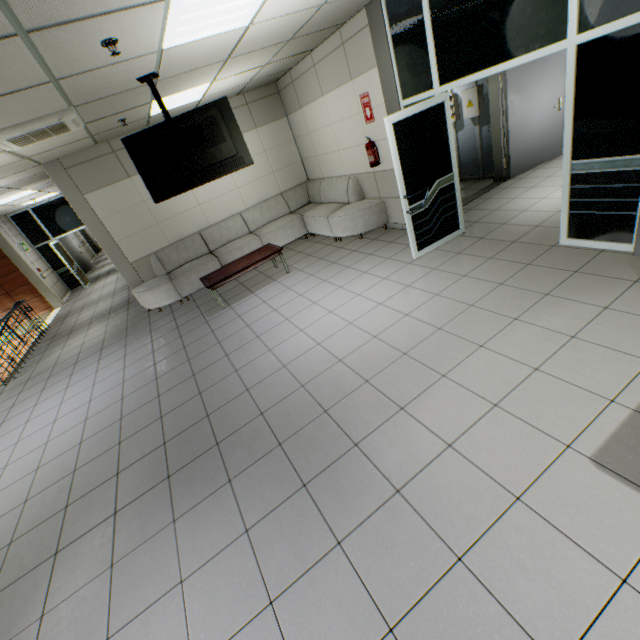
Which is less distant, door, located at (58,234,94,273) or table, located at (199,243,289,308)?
table, located at (199,243,289,308)

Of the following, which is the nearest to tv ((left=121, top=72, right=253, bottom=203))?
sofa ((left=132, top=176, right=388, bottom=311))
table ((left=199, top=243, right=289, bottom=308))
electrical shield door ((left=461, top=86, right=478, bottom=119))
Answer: table ((left=199, top=243, right=289, bottom=308))

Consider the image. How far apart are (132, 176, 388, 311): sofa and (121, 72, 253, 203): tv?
2.3 meters

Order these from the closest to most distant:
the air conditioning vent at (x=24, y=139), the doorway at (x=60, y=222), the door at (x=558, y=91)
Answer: the air conditioning vent at (x=24, y=139)
the door at (x=558, y=91)
the doorway at (x=60, y=222)

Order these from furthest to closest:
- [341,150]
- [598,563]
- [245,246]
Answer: [245,246] < [341,150] < [598,563]

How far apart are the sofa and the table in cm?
68

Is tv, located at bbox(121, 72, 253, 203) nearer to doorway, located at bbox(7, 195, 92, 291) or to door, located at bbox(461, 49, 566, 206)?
door, located at bbox(461, 49, 566, 206)

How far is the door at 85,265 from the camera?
15.58m
